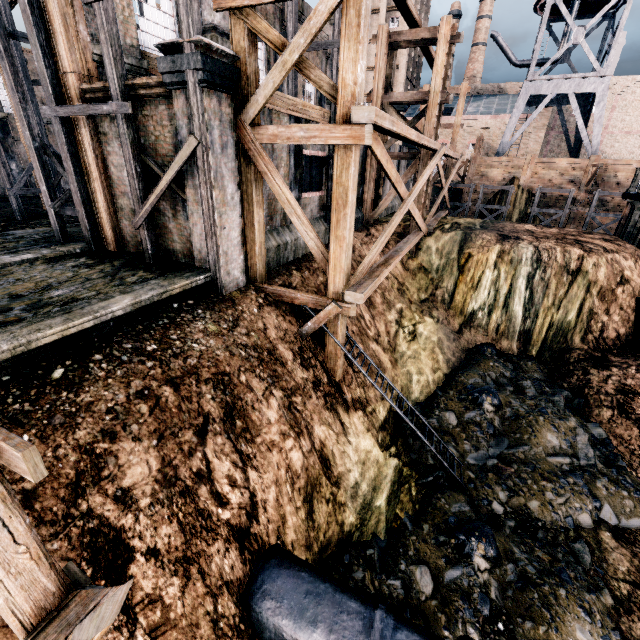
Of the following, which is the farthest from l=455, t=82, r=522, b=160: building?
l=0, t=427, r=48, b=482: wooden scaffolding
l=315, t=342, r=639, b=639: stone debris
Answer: l=0, t=427, r=48, b=482: wooden scaffolding

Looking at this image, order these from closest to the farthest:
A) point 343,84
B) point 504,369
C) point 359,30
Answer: point 359,30 → point 343,84 → point 504,369

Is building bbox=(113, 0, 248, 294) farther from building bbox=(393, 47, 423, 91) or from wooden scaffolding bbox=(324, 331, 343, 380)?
building bbox=(393, 47, 423, 91)

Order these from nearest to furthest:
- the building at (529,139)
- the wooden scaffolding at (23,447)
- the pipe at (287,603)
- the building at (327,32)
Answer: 1. the wooden scaffolding at (23,447)
2. the pipe at (287,603)
3. the building at (327,32)
4. the building at (529,139)

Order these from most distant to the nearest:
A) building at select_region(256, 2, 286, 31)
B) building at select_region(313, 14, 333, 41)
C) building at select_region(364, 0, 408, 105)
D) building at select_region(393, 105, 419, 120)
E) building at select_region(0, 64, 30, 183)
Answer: building at select_region(393, 105, 419, 120) < building at select_region(364, 0, 408, 105) < building at select_region(313, 14, 333, 41) < building at select_region(0, 64, 30, 183) < building at select_region(256, 2, 286, 31)

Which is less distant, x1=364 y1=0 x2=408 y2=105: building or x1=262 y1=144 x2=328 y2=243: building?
x1=262 y1=144 x2=328 y2=243: building

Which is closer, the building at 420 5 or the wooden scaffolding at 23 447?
the wooden scaffolding at 23 447

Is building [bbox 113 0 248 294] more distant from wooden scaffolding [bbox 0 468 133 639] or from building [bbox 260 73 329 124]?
wooden scaffolding [bbox 0 468 133 639]
